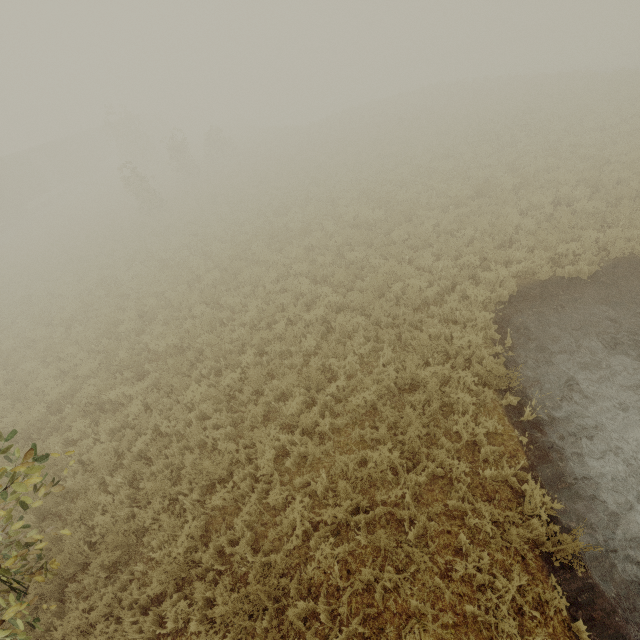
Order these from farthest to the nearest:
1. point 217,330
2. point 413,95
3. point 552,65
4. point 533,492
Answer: point 413,95 → point 552,65 → point 217,330 → point 533,492
